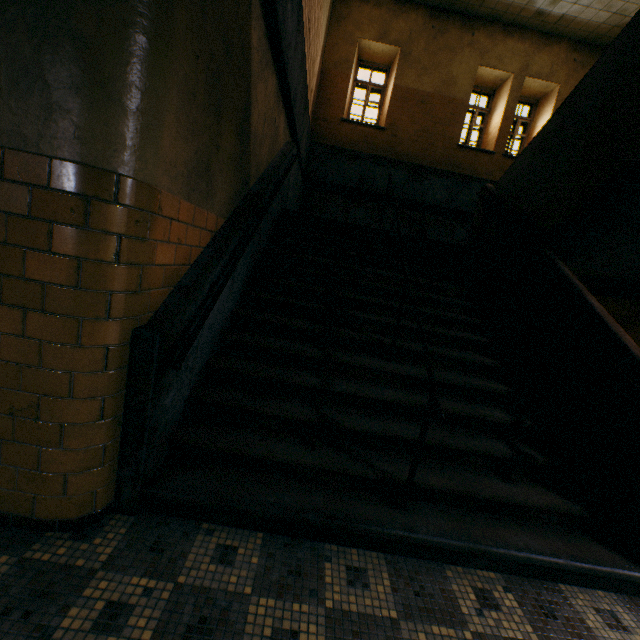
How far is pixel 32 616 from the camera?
1.4m
